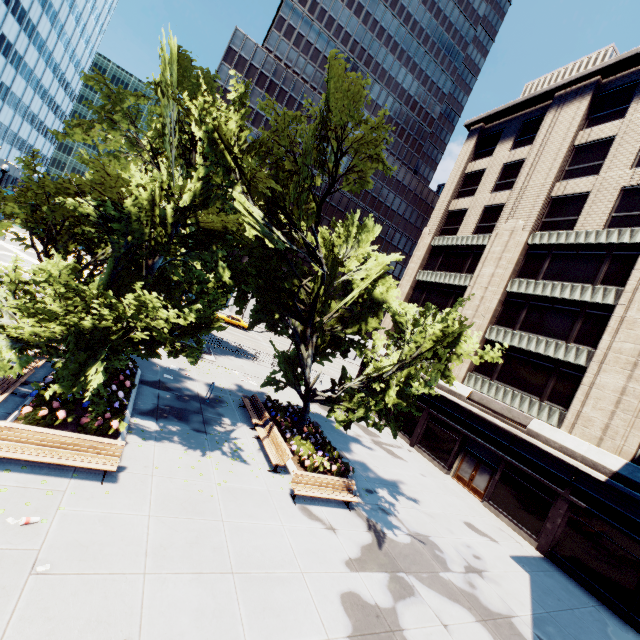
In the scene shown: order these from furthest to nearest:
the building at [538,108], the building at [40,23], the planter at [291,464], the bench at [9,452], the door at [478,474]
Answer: the building at [40,23]
the door at [478,474]
the building at [538,108]
the planter at [291,464]
the bench at [9,452]

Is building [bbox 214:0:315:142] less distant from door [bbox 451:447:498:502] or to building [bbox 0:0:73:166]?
building [bbox 0:0:73:166]

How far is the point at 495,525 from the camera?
17.48m

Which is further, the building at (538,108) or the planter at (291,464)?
the building at (538,108)

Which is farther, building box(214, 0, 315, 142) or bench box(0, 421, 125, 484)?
building box(214, 0, 315, 142)

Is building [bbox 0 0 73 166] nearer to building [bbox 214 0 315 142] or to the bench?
building [bbox 214 0 315 142]

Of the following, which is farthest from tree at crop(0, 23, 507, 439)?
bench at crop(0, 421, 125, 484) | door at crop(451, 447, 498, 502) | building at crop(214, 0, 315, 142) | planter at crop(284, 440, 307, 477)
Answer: building at crop(214, 0, 315, 142)

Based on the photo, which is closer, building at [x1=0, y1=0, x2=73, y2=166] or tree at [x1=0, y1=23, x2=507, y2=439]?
tree at [x1=0, y1=23, x2=507, y2=439]
